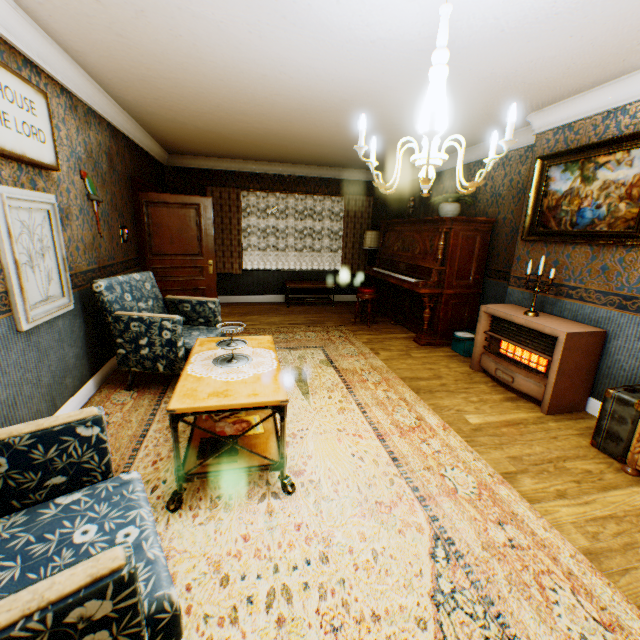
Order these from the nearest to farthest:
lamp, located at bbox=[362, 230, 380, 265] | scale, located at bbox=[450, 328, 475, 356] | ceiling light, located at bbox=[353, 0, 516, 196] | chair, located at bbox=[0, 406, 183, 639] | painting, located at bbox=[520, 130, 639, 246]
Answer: chair, located at bbox=[0, 406, 183, 639] < ceiling light, located at bbox=[353, 0, 516, 196] < painting, located at bbox=[520, 130, 639, 246] < scale, located at bbox=[450, 328, 475, 356] < lamp, located at bbox=[362, 230, 380, 265]

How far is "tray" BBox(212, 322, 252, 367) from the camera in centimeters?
237cm

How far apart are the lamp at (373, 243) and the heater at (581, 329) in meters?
3.7

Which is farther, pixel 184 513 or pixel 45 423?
pixel 184 513

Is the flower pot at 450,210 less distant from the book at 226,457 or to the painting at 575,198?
the painting at 575,198

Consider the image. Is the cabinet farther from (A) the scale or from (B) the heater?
(A) the scale

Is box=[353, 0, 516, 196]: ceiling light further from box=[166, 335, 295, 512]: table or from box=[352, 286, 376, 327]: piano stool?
box=[352, 286, 376, 327]: piano stool

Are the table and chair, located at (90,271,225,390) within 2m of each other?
yes
